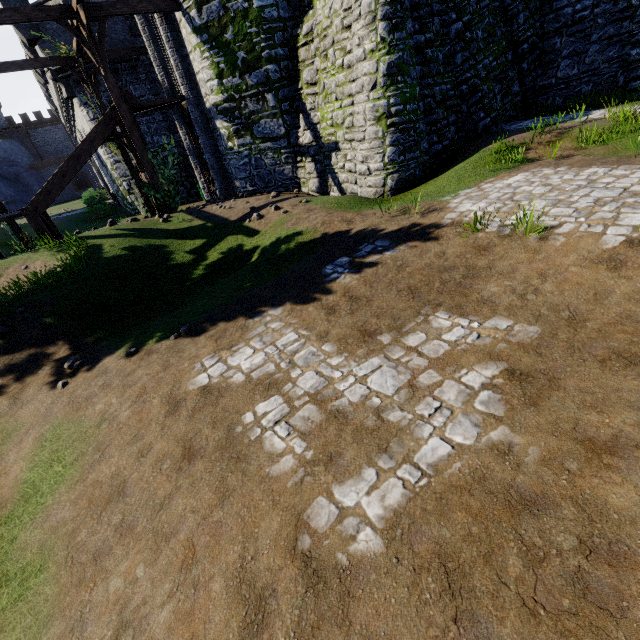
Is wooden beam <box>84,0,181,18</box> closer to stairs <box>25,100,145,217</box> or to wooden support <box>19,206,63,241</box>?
stairs <box>25,100,145,217</box>

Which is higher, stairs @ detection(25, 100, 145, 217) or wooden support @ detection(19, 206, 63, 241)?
stairs @ detection(25, 100, 145, 217)

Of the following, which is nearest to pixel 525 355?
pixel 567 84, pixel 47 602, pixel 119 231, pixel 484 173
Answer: pixel 47 602

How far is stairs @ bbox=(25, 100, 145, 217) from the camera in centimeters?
1254cm

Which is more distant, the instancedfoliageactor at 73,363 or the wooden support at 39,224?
the wooden support at 39,224

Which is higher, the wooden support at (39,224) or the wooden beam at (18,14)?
the wooden beam at (18,14)

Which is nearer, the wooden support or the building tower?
the building tower

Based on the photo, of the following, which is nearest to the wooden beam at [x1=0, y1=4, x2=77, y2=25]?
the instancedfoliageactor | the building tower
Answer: the building tower
